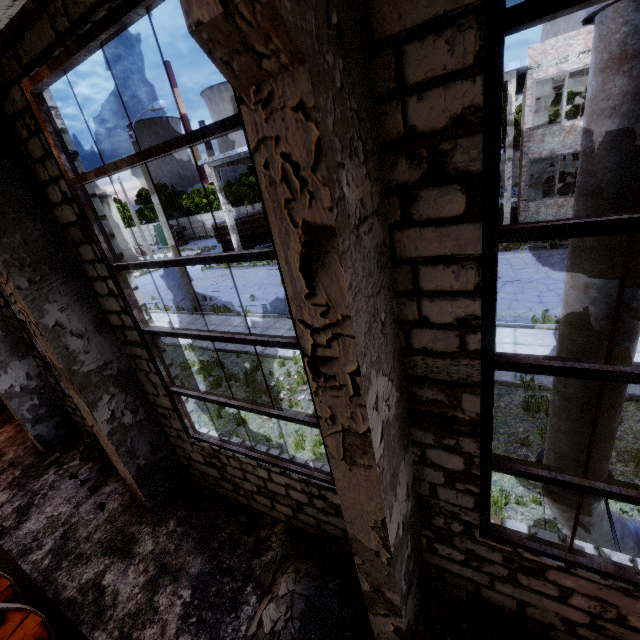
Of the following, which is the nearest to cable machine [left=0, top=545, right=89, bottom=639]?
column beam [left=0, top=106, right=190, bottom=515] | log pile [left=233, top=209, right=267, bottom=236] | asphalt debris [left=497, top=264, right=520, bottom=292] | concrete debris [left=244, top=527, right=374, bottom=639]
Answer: concrete debris [left=244, top=527, right=374, bottom=639]

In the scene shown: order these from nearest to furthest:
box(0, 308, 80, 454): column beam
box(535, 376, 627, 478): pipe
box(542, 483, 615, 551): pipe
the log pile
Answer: box(535, 376, 627, 478): pipe
box(542, 483, 615, 551): pipe
box(0, 308, 80, 454): column beam
the log pile

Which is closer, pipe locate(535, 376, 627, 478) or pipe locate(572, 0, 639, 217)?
pipe locate(572, 0, 639, 217)

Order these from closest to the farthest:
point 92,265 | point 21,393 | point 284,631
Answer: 1. point 284,631
2. point 92,265
3. point 21,393

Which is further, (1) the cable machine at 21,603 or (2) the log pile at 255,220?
(2) the log pile at 255,220

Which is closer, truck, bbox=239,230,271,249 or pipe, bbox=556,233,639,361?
pipe, bbox=556,233,639,361

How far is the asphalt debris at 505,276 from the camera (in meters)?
13.02

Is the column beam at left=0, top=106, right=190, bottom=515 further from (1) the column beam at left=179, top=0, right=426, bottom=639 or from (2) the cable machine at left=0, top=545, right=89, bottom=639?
(1) the column beam at left=179, top=0, right=426, bottom=639
